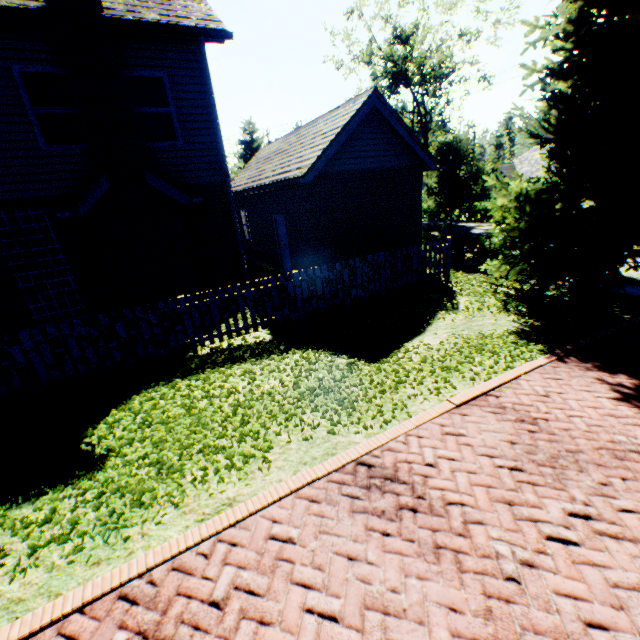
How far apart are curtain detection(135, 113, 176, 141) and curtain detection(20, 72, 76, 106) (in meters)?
1.04

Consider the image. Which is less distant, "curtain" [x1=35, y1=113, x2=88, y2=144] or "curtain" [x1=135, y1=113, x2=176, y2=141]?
"curtain" [x1=35, y1=113, x2=88, y2=144]

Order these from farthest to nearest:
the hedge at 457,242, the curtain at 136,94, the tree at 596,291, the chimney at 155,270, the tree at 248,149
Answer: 1. the tree at 248,149
2. the hedge at 457,242
3. the curtain at 136,94
4. the tree at 596,291
5. the chimney at 155,270

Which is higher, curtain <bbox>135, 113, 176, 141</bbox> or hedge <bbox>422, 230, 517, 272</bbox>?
curtain <bbox>135, 113, 176, 141</bbox>

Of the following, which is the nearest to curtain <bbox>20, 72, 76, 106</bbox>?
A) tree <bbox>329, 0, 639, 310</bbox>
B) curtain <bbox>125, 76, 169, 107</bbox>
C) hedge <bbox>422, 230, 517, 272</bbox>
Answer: curtain <bbox>125, 76, 169, 107</bbox>

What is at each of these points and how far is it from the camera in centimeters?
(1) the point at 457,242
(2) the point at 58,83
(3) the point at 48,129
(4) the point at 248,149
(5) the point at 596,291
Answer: (1) hedge, 1541cm
(2) curtain, 739cm
(3) curtain, 755cm
(4) tree, 3353cm
(5) tree, 792cm

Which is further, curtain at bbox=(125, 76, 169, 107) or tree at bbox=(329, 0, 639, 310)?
curtain at bbox=(125, 76, 169, 107)

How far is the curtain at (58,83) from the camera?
7.2m
